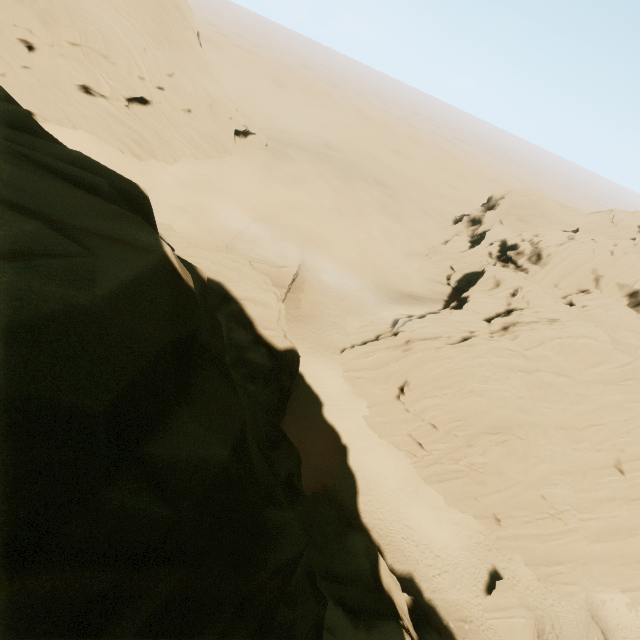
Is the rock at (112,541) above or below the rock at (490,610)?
above

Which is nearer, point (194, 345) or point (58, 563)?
point (58, 563)

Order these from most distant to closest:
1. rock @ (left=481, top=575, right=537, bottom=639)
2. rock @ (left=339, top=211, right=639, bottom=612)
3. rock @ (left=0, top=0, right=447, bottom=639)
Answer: rock @ (left=339, top=211, right=639, bottom=612) < rock @ (left=481, top=575, right=537, bottom=639) < rock @ (left=0, top=0, right=447, bottom=639)

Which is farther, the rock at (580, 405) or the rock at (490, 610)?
the rock at (580, 405)

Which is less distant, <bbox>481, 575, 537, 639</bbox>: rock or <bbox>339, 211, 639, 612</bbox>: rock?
<bbox>481, 575, 537, 639</bbox>: rock

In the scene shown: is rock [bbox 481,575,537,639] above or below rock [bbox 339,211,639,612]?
below
